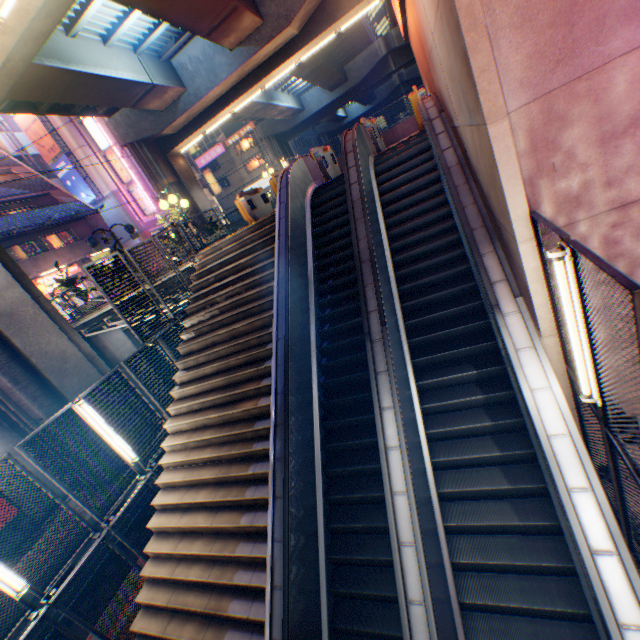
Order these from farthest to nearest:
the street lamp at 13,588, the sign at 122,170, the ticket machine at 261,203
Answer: the sign at 122,170 < the ticket machine at 261,203 < the street lamp at 13,588

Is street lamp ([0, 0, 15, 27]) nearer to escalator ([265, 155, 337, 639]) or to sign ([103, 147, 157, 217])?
escalator ([265, 155, 337, 639])

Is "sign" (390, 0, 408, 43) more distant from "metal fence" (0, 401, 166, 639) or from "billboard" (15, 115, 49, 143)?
"billboard" (15, 115, 49, 143)

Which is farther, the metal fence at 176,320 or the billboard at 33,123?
the billboard at 33,123

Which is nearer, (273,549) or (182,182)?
(273,549)

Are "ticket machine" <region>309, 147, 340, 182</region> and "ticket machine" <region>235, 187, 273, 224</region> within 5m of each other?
yes

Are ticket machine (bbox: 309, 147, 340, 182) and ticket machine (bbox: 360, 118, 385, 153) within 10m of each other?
yes

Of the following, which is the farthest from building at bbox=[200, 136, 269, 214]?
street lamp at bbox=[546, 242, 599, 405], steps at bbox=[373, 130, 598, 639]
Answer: street lamp at bbox=[546, 242, 599, 405]
